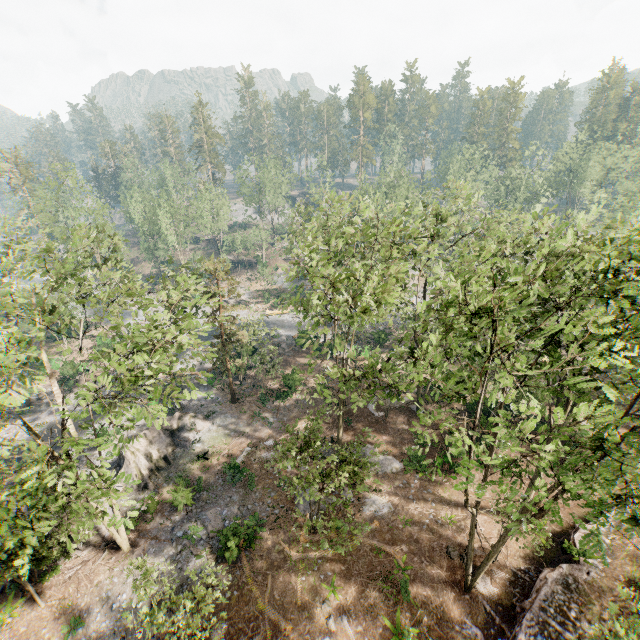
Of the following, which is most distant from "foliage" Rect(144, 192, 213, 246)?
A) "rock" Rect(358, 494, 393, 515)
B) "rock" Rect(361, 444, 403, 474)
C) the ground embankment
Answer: "rock" Rect(358, 494, 393, 515)

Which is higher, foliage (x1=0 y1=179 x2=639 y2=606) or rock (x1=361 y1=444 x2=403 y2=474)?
foliage (x1=0 y1=179 x2=639 y2=606)

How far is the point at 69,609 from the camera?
17.9m

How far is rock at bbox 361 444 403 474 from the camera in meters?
25.1 m

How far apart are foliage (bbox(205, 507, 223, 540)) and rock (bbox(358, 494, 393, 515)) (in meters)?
9.30

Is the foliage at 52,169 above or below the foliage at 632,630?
above

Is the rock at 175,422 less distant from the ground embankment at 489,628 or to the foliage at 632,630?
the foliage at 632,630

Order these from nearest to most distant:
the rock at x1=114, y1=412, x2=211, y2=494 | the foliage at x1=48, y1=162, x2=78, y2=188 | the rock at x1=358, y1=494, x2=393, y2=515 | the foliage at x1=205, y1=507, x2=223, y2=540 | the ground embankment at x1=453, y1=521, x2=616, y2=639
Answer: the ground embankment at x1=453, y1=521, x2=616, y2=639 < the foliage at x1=205, y1=507, x2=223, y2=540 < the rock at x1=358, y1=494, x2=393, y2=515 < the rock at x1=114, y1=412, x2=211, y2=494 < the foliage at x1=48, y1=162, x2=78, y2=188
